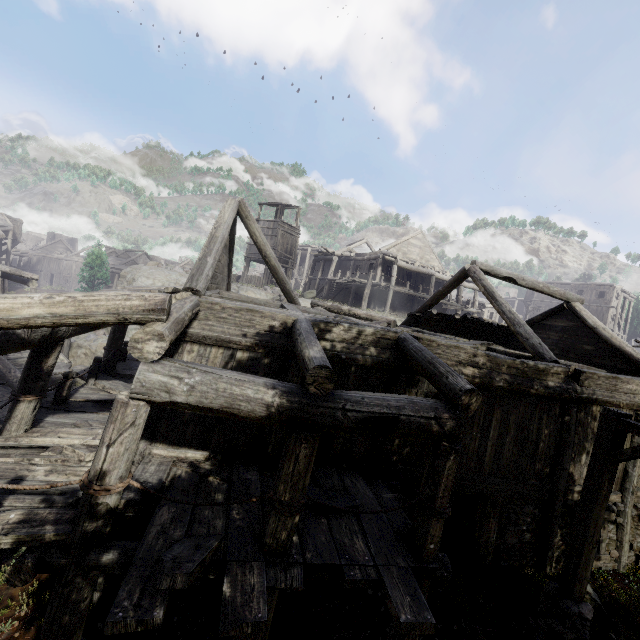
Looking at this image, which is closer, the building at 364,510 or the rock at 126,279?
the building at 364,510

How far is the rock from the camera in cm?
2546

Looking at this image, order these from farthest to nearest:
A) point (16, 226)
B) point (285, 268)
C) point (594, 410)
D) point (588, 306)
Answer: point (16, 226)
point (588, 306)
point (285, 268)
point (594, 410)

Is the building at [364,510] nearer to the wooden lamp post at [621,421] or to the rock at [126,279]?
the rock at [126,279]

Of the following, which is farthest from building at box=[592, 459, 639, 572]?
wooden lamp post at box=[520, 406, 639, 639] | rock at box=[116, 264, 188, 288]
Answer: wooden lamp post at box=[520, 406, 639, 639]

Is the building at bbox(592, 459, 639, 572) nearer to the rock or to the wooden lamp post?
the rock

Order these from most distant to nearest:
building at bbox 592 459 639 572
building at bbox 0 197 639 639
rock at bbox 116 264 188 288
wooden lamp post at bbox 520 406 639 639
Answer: rock at bbox 116 264 188 288 → building at bbox 592 459 639 572 → wooden lamp post at bbox 520 406 639 639 → building at bbox 0 197 639 639
